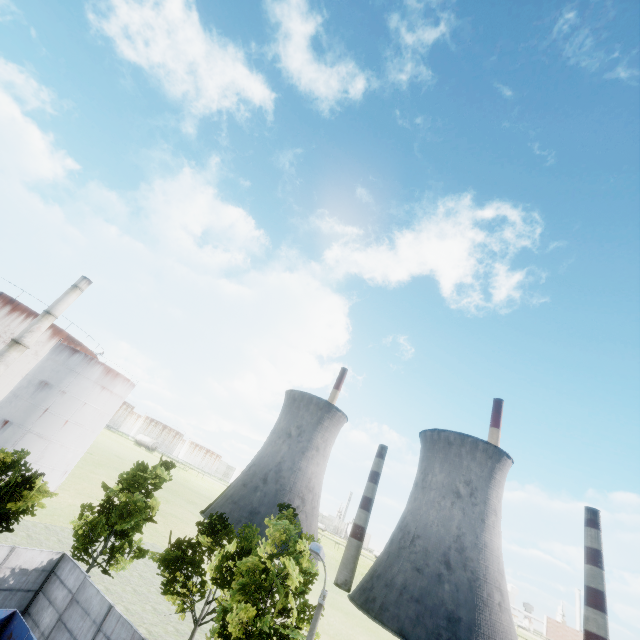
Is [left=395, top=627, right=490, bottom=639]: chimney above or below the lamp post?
below

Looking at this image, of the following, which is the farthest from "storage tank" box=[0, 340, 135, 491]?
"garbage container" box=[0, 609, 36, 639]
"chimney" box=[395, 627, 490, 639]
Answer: "chimney" box=[395, 627, 490, 639]

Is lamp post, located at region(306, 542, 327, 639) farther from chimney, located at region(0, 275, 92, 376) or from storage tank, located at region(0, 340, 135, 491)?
storage tank, located at region(0, 340, 135, 491)

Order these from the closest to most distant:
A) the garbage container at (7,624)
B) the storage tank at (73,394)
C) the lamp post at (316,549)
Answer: the lamp post at (316,549) < the garbage container at (7,624) < the storage tank at (73,394)

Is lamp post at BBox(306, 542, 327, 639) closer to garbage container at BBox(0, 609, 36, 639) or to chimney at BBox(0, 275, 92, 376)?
garbage container at BBox(0, 609, 36, 639)

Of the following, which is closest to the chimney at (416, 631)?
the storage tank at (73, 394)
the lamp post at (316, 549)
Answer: the storage tank at (73, 394)

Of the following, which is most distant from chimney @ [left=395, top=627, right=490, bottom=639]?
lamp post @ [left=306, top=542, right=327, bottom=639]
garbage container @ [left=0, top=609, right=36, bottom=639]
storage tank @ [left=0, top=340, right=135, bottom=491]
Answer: garbage container @ [left=0, top=609, right=36, bottom=639]

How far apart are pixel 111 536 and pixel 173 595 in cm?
699
